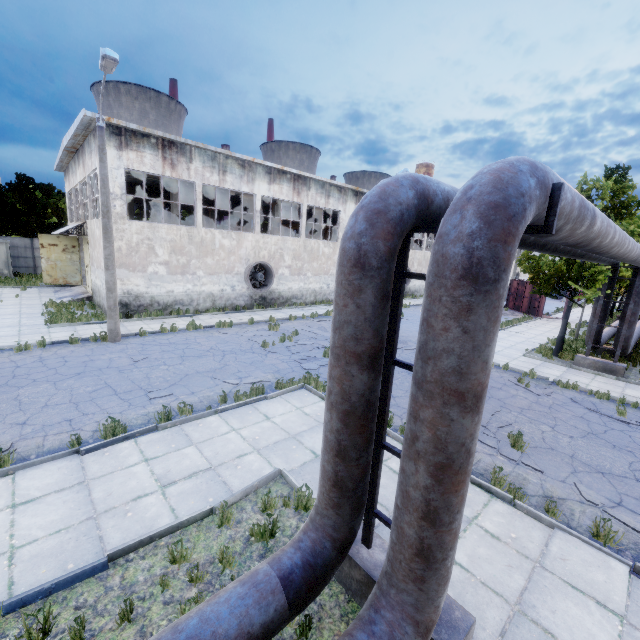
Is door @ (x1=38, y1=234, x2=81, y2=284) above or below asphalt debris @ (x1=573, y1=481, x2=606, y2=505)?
above

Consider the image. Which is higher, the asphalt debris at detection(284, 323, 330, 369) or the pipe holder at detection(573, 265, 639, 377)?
the pipe holder at detection(573, 265, 639, 377)

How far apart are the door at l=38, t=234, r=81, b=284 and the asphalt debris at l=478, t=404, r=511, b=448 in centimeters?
2946cm

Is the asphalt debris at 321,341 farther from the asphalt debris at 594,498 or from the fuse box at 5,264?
the fuse box at 5,264

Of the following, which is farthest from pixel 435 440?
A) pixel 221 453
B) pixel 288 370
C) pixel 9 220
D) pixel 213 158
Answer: pixel 9 220

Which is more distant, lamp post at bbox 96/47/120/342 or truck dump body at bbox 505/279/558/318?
truck dump body at bbox 505/279/558/318

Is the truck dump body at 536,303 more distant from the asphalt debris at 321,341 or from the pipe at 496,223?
the asphalt debris at 321,341

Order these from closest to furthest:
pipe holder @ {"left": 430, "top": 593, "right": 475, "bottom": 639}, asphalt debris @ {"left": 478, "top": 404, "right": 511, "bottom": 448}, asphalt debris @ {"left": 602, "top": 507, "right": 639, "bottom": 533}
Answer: pipe holder @ {"left": 430, "top": 593, "right": 475, "bottom": 639}
asphalt debris @ {"left": 602, "top": 507, "right": 639, "bottom": 533}
asphalt debris @ {"left": 478, "top": 404, "right": 511, "bottom": 448}
